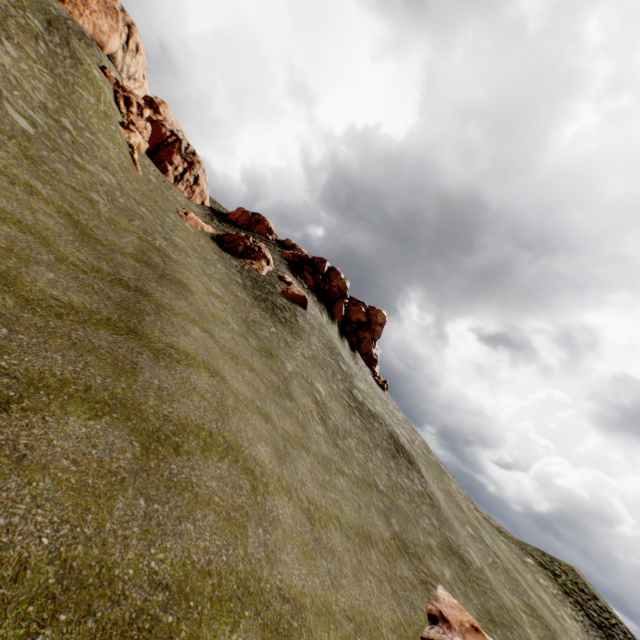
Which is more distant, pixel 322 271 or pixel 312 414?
pixel 322 271

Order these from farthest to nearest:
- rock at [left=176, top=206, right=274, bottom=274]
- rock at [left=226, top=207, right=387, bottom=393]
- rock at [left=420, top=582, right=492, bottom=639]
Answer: rock at [left=226, top=207, right=387, bottom=393] → rock at [left=176, top=206, right=274, bottom=274] → rock at [left=420, top=582, right=492, bottom=639]

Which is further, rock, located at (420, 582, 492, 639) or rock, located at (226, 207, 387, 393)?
rock, located at (226, 207, 387, 393)

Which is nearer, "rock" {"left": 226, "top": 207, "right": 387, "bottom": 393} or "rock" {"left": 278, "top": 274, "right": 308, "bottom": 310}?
"rock" {"left": 278, "top": 274, "right": 308, "bottom": 310}

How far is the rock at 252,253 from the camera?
30.1 meters

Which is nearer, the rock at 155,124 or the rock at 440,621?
the rock at 440,621

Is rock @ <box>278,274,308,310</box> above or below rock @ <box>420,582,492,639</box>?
above
